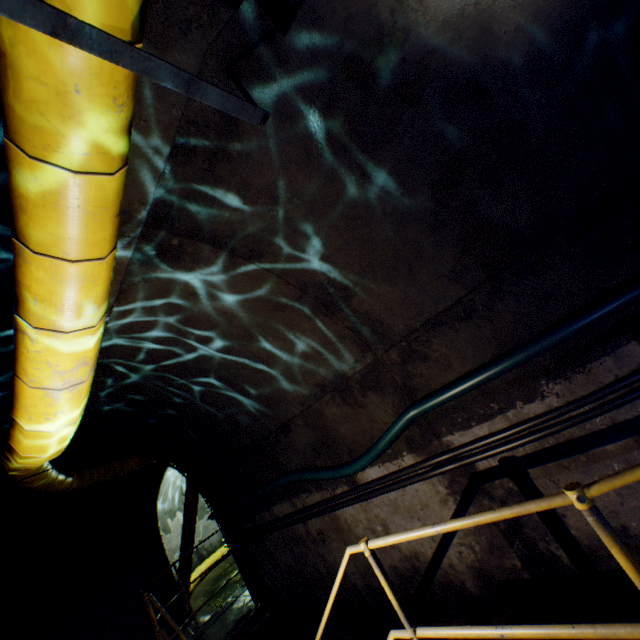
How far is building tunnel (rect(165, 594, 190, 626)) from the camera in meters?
8.4

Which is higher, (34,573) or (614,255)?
(34,573)

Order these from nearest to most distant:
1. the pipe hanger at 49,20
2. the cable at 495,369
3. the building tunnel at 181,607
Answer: the pipe hanger at 49,20 → the cable at 495,369 → the building tunnel at 181,607

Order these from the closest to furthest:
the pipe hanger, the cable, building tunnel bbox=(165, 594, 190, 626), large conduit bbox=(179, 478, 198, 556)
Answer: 1. the pipe hanger
2. the cable
3. building tunnel bbox=(165, 594, 190, 626)
4. large conduit bbox=(179, 478, 198, 556)

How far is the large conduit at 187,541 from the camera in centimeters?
1000cm

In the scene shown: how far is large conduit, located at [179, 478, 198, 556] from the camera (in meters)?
10.00
